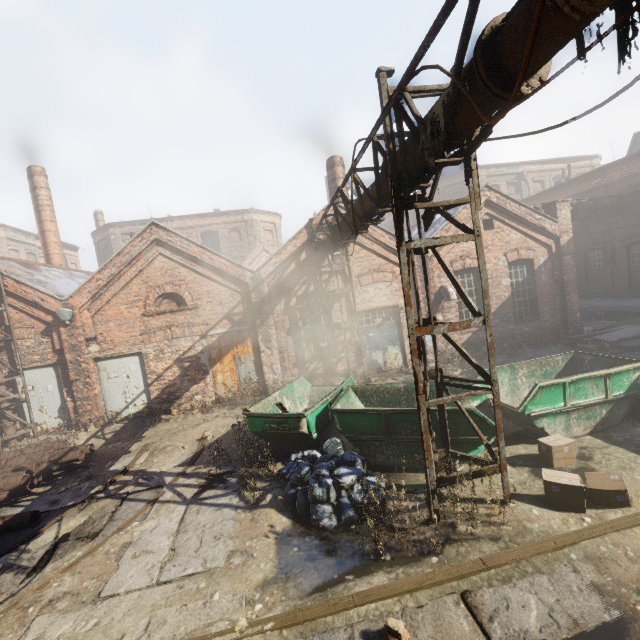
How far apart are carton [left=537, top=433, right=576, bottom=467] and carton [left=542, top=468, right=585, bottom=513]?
0.7 meters

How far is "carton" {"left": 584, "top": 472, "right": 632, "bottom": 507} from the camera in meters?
5.0

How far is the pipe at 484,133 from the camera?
4.0 meters

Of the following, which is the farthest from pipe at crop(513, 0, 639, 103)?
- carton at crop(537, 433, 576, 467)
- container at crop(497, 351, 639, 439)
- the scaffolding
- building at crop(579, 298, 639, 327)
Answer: building at crop(579, 298, 639, 327)

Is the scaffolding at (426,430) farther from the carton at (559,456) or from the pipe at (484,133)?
the carton at (559,456)

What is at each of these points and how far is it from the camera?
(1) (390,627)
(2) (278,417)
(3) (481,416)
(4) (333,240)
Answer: (1) instancedfoliageactor, 3.52m
(2) container, 7.39m
(3) container, 6.28m
(4) pipe, 10.89m

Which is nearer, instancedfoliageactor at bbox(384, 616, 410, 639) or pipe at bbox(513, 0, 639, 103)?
pipe at bbox(513, 0, 639, 103)

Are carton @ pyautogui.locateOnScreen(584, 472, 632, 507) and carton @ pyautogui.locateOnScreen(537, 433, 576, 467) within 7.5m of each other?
yes
